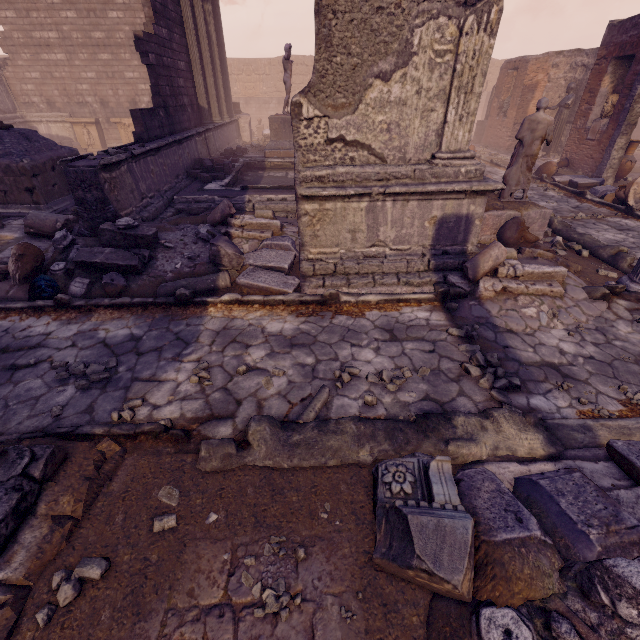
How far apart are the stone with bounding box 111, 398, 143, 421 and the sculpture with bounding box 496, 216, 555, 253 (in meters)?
6.68

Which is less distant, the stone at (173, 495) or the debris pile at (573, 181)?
the stone at (173, 495)

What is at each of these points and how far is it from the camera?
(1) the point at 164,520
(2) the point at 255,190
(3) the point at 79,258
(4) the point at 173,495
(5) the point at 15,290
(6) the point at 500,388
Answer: (1) stone, 2.37m
(2) pool, 8.66m
(3) debris pile, 5.21m
(4) stone, 2.56m
(5) sculpture, 5.05m
(6) stone, 3.55m

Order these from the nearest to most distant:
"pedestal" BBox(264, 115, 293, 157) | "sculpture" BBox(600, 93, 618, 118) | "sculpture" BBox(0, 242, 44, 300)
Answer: "sculpture" BBox(0, 242, 44, 300) → "sculpture" BBox(600, 93, 618, 118) → "pedestal" BBox(264, 115, 293, 157)

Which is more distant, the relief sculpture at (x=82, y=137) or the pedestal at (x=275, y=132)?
the relief sculpture at (x=82, y=137)

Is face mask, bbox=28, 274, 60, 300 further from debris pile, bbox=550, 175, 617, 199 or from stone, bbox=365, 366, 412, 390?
debris pile, bbox=550, 175, 617, 199

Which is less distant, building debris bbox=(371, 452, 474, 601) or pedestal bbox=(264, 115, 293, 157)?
building debris bbox=(371, 452, 474, 601)

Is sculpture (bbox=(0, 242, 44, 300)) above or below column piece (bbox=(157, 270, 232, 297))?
above
